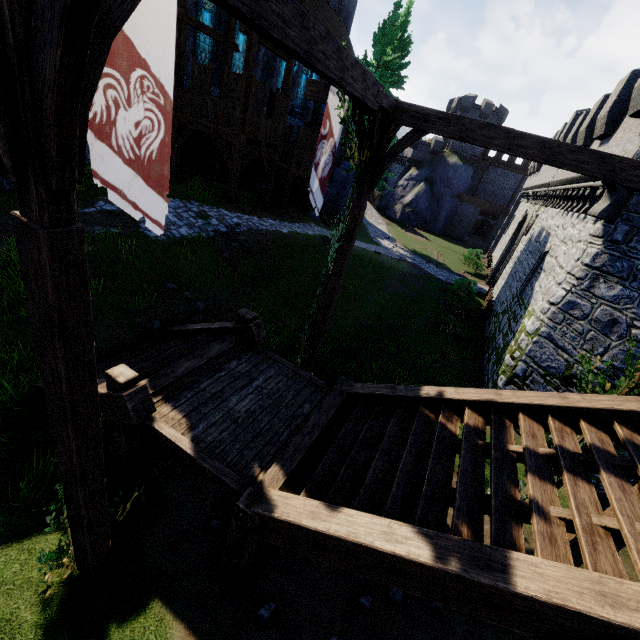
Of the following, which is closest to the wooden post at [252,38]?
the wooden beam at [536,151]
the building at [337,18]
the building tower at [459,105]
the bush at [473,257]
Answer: the building at [337,18]

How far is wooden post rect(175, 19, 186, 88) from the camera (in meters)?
13.77

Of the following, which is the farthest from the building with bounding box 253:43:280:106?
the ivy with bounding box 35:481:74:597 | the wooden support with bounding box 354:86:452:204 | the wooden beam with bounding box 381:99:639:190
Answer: the ivy with bounding box 35:481:74:597

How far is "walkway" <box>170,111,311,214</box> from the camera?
14.6m

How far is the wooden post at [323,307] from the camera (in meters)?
6.90

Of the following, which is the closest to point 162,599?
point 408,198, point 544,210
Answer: point 544,210

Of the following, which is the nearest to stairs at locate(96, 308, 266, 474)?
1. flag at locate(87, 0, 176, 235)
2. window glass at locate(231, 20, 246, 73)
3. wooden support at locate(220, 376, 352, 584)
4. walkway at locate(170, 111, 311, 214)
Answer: wooden support at locate(220, 376, 352, 584)

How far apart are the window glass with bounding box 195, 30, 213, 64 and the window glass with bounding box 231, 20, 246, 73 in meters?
1.5
